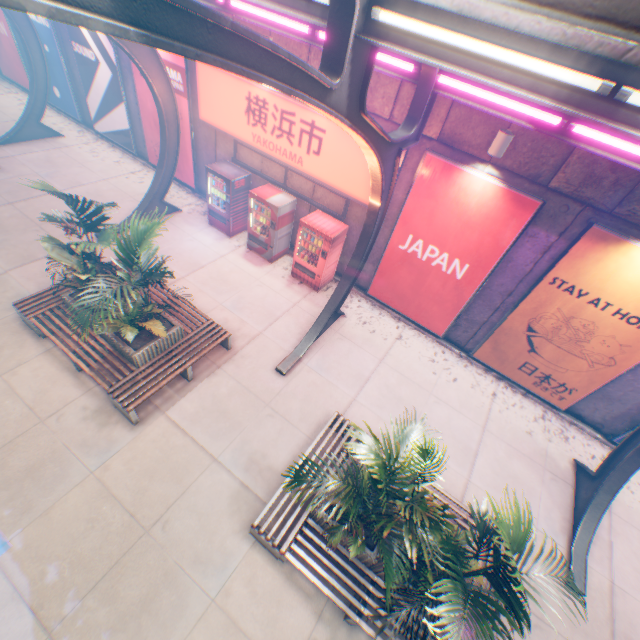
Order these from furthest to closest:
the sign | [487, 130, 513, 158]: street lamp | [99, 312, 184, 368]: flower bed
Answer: the sign < [99, 312, 184, 368]: flower bed < [487, 130, 513, 158]: street lamp

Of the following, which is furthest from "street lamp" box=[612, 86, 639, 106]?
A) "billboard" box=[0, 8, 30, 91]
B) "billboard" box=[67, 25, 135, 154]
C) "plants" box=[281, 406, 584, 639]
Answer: "billboard" box=[0, 8, 30, 91]

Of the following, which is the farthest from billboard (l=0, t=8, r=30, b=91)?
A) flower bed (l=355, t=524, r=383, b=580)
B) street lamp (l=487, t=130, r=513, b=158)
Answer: flower bed (l=355, t=524, r=383, b=580)

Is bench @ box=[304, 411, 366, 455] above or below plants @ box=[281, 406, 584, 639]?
below

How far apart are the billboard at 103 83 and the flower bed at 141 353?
9.22m

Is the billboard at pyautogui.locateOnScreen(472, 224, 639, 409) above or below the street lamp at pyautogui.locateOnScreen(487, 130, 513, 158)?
below

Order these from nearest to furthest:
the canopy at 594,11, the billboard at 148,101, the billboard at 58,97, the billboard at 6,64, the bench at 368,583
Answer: the canopy at 594,11
the bench at 368,583
the billboard at 148,101
the billboard at 58,97
the billboard at 6,64

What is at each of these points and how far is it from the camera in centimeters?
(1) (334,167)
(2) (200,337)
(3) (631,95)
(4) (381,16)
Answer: (1) sign, 838cm
(2) bench, 743cm
(3) street lamp, 251cm
(4) street lamp, 312cm
